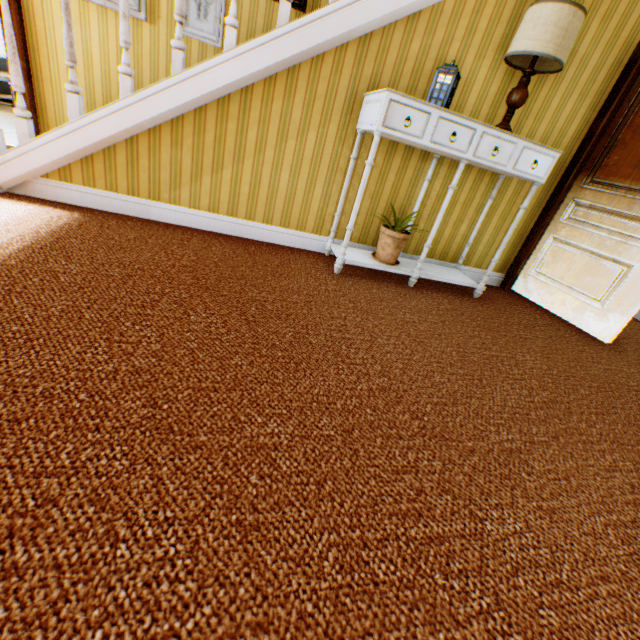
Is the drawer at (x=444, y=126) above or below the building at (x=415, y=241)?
above

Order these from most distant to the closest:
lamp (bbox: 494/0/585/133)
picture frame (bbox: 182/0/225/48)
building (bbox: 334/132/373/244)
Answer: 1. picture frame (bbox: 182/0/225/48)
2. building (bbox: 334/132/373/244)
3. lamp (bbox: 494/0/585/133)

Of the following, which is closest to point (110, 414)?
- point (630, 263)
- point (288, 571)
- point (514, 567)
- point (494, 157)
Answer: point (288, 571)

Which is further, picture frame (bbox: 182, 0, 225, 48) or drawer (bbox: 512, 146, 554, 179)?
picture frame (bbox: 182, 0, 225, 48)

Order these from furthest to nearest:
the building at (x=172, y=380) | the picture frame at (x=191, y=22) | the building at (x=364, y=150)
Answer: the picture frame at (x=191, y=22) < the building at (x=364, y=150) < the building at (x=172, y=380)

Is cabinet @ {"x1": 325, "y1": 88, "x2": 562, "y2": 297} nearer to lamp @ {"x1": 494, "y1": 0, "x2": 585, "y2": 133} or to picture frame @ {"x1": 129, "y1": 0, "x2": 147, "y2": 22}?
lamp @ {"x1": 494, "y1": 0, "x2": 585, "y2": 133}

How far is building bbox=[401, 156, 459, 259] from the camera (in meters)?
3.03
